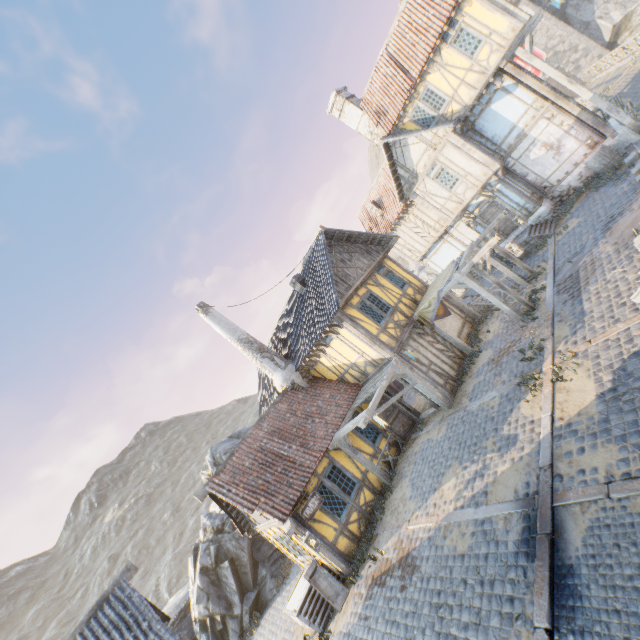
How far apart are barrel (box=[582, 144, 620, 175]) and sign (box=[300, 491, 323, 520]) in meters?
18.1 m

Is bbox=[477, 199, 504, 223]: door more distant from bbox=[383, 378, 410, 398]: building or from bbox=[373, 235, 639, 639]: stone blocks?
bbox=[383, 378, 410, 398]: building

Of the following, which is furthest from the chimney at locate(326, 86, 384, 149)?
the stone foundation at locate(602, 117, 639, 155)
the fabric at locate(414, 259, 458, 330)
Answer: the fabric at locate(414, 259, 458, 330)

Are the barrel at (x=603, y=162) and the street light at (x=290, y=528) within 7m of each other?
no

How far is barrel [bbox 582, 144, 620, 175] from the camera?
14.0 meters

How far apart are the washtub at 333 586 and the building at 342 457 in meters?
0.0

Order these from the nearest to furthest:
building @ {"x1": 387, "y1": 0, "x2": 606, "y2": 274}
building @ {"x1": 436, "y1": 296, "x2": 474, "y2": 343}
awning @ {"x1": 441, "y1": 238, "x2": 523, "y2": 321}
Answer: awning @ {"x1": 441, "y1": 238, "x2": 523, "y2": 321} → building @ {"x1": 387, "y1": 0, "x2": 606, "y2": 274} → building @ {"x1": 436, "y1": 296, "x2": 474, "y2": 343}

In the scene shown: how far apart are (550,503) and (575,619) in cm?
183
